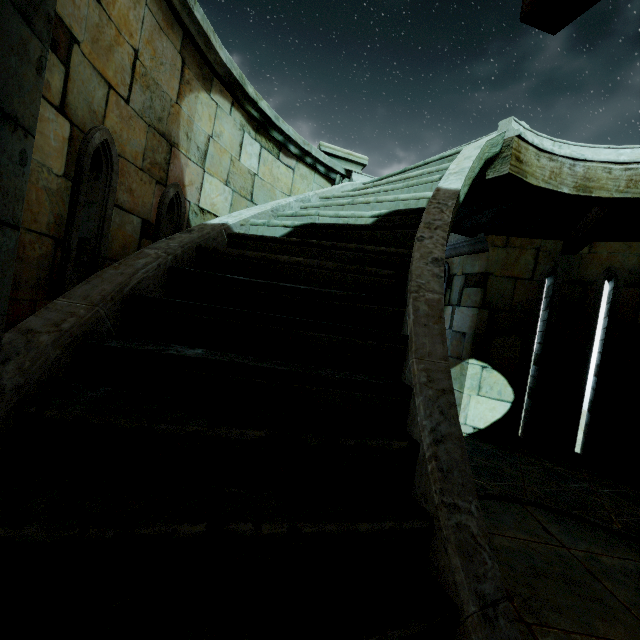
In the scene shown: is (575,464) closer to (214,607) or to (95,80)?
(214,607)

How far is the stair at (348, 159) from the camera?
5.5m

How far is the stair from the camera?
5.5m
